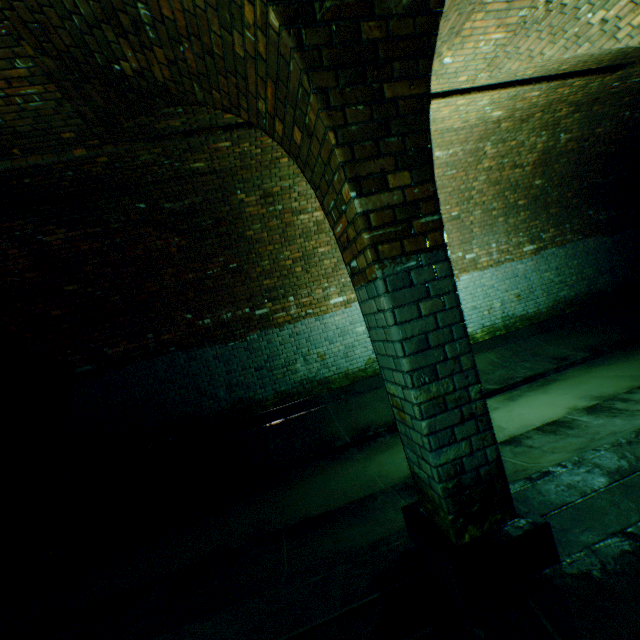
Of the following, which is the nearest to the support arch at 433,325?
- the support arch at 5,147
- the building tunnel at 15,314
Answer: the building tunnel at 15,314

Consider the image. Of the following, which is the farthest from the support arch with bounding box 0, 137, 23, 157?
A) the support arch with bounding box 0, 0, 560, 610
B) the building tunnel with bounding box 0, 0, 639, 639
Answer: the support arch with bounding box 0, 0, 560, 610

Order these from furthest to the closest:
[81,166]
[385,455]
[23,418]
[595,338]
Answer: [595,338] → [23,418] → [385,455] → [81,166]

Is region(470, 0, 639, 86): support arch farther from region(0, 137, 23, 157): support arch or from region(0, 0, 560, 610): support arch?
region(0, 137, 23, 157): support arch

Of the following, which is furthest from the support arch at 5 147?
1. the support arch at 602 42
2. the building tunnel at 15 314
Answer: the support arch at 602 42

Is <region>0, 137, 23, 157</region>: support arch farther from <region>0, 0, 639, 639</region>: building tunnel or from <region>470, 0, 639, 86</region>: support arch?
<region>470, 0, 639, 86</region>: support arch

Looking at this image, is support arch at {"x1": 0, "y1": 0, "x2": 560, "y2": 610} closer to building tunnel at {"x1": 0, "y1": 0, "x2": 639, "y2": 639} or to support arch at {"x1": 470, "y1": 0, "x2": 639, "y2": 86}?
building tunnel at {"x1": 0, "y1": 0, "x2": 639, "y2": 639}

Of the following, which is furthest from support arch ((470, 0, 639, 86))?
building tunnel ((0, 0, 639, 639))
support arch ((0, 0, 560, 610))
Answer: support arch ((0, 0, 560, 610))
